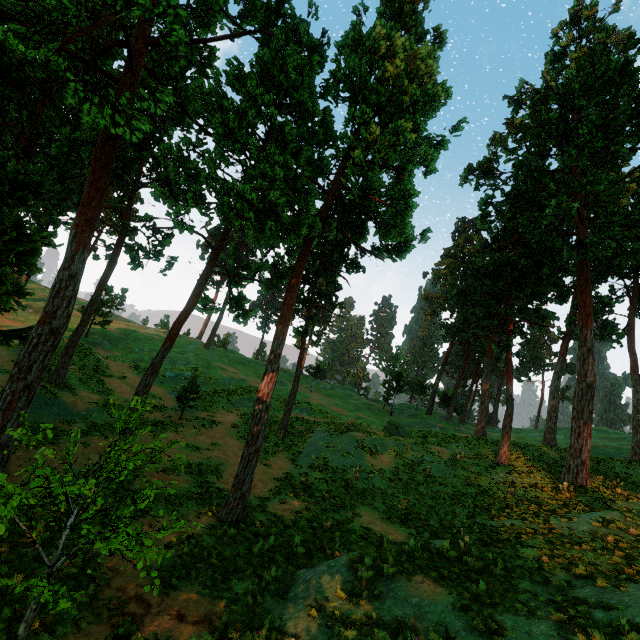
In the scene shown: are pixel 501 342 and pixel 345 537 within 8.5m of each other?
no

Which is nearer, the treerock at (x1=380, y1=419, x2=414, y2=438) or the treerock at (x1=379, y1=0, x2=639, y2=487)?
the treerock at (x1=379, y1=0, x2=639, y2=487)

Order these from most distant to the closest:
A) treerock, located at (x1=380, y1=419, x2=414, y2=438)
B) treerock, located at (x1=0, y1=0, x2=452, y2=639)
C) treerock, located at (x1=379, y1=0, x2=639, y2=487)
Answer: treerock, located at (x1=380, y1=419, x2=414, y2=438) < treerock, located at (x1=379, y1=0, x2=639, y2=487) < treerock, located at (x1=0, y1=0, x2=452, y2=639)

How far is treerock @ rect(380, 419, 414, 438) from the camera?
31.2m

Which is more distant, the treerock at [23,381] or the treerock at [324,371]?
the treerock at [324,371]
